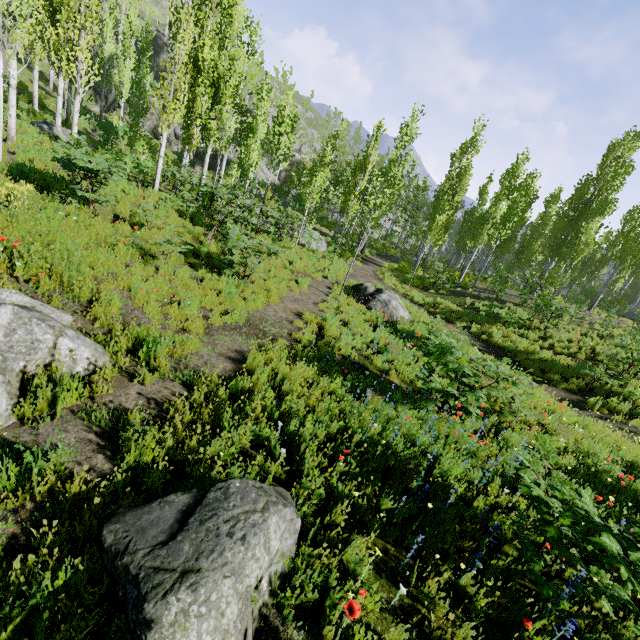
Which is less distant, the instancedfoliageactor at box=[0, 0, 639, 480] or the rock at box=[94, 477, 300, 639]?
the rock at box=[94, 477, 300, 639]

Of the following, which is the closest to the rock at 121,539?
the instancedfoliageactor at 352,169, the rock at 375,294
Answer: the instancedfoliageactor at 352,169

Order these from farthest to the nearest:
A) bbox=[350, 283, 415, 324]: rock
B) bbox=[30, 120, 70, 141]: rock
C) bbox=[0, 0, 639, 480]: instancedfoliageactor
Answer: bbox=[30, 120, 70, 141]: rock
bbox=[350, 283, 415, 324]: rock
bbox=[0, 0, 639, 480]: instancedfoliageactor

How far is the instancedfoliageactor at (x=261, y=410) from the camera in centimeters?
382cm

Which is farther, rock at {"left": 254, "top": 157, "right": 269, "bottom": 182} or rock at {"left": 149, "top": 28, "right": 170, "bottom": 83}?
rock at {"left": 149, "top": 28, "right": 170, "bottom": 83}

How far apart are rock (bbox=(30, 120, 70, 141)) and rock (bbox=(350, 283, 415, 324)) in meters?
16.2 m

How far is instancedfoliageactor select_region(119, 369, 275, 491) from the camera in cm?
382

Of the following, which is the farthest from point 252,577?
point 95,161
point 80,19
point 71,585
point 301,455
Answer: point 80,19
